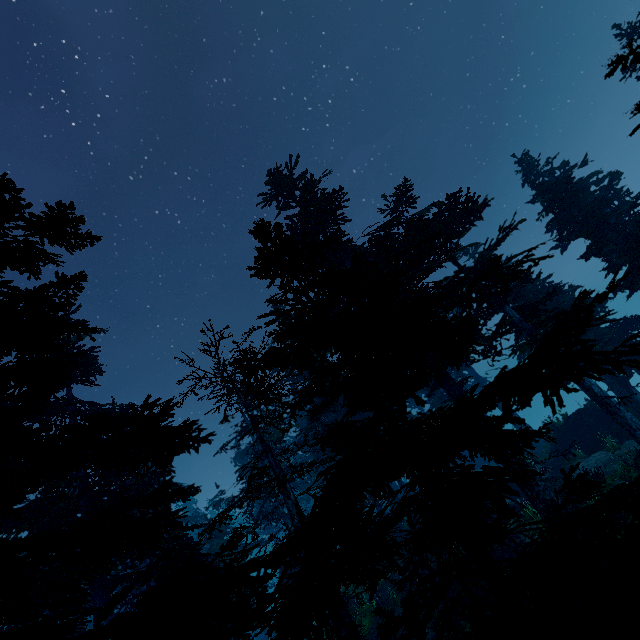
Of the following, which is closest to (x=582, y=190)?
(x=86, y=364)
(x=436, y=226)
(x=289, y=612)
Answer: (x=436, y=226)

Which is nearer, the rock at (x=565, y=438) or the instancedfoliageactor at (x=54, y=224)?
the instancedfoliageactor at (x=54, y=224)

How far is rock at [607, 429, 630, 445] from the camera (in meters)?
19.88

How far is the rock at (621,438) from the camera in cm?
1988

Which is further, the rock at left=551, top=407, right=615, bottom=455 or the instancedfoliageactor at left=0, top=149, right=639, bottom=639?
the rock at left=551, top=407, right=615, bottom=455

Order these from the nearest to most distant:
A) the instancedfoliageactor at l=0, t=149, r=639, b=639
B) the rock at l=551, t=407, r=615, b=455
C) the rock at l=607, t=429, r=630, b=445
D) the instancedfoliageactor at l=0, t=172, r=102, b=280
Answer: the instancedfoliageactor at l=0, t=149, r=639, b=639 → the instancedfoliageactor at l=0, t=172, r=102, b=280 → the rock at l=607, t=429, r=630, b=445 → the rock at l=551, t=407, r=615, b=455

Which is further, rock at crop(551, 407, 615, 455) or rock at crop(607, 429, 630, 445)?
rock at crop(551, 407, 615, 455)
